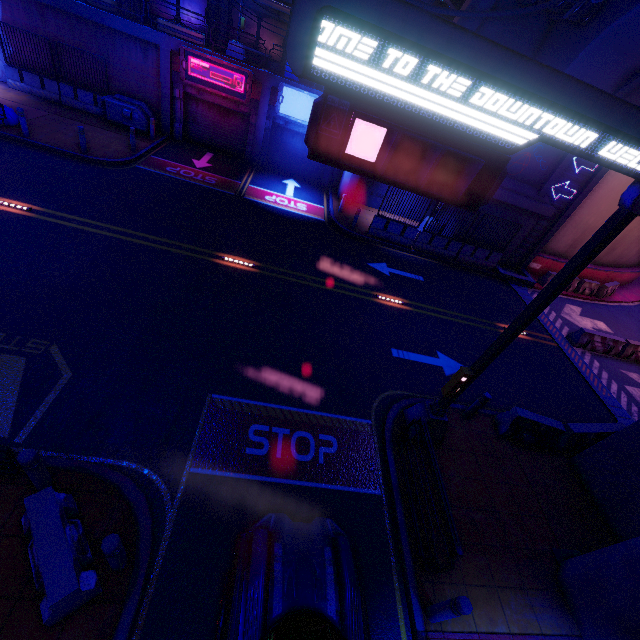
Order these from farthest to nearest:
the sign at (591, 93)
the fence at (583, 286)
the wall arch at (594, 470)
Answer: the fence at (583, 286) → the wall arch at (594, 470) → the sign at (591, 93)

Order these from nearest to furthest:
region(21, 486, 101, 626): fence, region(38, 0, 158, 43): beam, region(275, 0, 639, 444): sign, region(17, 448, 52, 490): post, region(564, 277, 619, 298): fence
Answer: region(275, 0, 639, 444): sign < region(21, 486, 101, 626): fence < region(17, 448, 52, 490): post < region(38, 0, 158, 43): beam < region(564, 277, 619, 298): fence

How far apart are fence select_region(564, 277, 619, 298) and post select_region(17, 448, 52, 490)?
25.64m

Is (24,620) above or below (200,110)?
below

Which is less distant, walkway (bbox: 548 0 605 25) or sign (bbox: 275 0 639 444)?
sign (bbox: 275 0 639 444)

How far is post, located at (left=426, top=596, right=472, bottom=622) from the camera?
4.9 meters

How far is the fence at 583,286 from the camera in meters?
19.7 m

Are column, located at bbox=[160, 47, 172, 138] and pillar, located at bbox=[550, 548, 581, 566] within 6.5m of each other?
no
